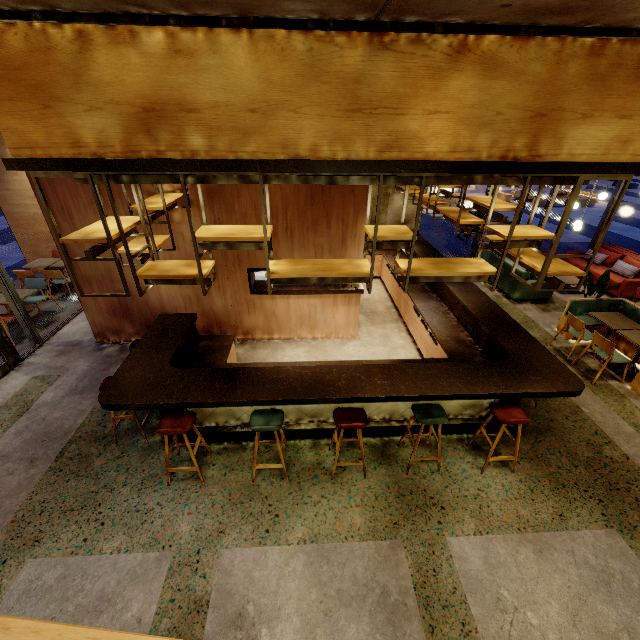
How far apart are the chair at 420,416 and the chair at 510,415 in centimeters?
55cm

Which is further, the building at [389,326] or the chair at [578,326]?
the building at [389,326]

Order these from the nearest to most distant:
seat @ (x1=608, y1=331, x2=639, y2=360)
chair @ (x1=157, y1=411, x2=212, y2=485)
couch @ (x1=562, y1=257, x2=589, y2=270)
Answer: chair @ (x1=157, y1=411, x2=212, y2=485), seat @ (x1=608, y1=331, x2=639, y2=360), couch @ (x1=562, y1=257, x2=589, y2=270)

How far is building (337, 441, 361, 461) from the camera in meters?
4.4

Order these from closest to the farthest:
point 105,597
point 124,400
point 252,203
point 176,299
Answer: point 105,597, point 124,400, point 252,203, point 176,299

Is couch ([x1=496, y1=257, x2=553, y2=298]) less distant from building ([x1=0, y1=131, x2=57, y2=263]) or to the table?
the table

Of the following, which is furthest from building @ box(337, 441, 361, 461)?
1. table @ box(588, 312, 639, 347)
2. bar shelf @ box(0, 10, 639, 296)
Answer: table @ box(588, 312, 639, 347)

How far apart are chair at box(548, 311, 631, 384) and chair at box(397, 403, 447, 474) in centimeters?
362cm
